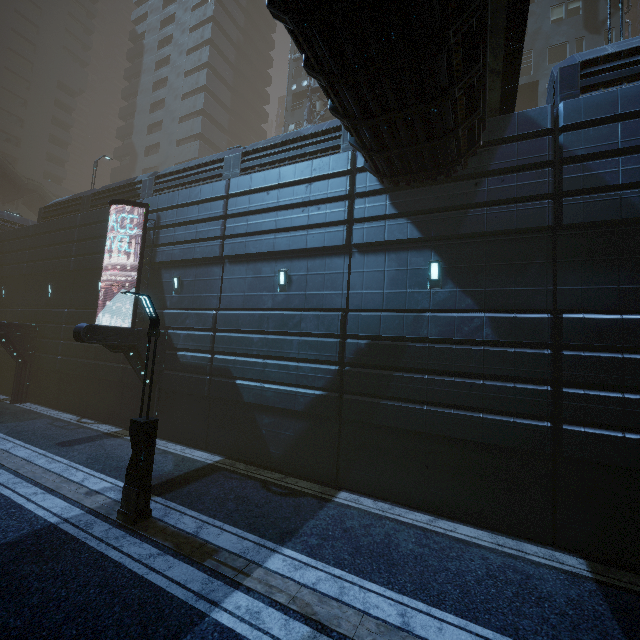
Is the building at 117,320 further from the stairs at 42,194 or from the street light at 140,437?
the street light at 140,437

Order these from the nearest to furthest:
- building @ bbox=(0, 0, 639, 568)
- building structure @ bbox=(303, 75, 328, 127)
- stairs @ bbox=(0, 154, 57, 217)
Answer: building @ bbox=(0, 0, 639, 568) → building structure @ bbox=(303, 75, 328, 127) → stairs @ bbox=(0, 154, 57, 217)

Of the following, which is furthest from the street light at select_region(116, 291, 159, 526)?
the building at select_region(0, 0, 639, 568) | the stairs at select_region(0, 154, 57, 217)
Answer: the stairs at select_region(0, 154, 57, 217)

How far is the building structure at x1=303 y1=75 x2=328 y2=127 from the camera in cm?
2681

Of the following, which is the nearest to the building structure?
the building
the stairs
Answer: the building

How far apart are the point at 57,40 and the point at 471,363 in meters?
76.6 m

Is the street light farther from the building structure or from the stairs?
the stairs

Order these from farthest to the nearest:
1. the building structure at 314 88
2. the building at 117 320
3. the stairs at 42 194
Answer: the stairs at 42 194 → the building structure at 314 88 → the building at 117 320
